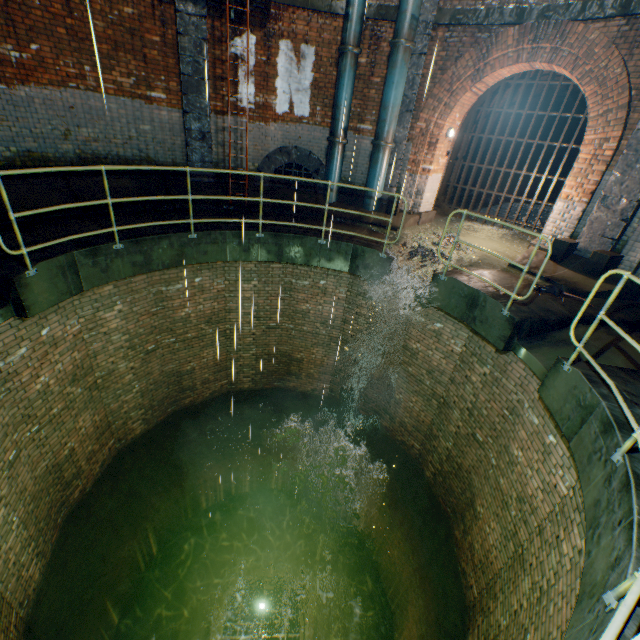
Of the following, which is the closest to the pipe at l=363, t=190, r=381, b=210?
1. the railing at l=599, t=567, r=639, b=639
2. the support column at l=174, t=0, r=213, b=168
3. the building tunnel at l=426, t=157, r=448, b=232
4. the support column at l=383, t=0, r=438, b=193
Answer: the support column at l=383, t=0, r=438, b=193

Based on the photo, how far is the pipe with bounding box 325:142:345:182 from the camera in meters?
9.1

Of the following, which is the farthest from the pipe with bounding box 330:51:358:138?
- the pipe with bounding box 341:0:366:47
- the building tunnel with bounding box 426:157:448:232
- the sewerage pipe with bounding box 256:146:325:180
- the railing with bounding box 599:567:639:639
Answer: the railing with bounding box 599:567:639:639

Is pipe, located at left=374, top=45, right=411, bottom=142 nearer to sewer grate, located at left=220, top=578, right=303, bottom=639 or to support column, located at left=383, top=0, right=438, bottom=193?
support column, located at left=383, top=0, right=438, bottom=193

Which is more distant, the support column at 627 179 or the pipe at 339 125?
the pipe at 339 125

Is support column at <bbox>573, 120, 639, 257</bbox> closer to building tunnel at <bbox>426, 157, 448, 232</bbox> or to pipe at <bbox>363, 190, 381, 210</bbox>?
building tunnel at <bbox>426, 157, 448, 232</bbox>

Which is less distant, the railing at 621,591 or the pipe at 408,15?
the railing at 621,591

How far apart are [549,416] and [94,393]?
8.2 meters
